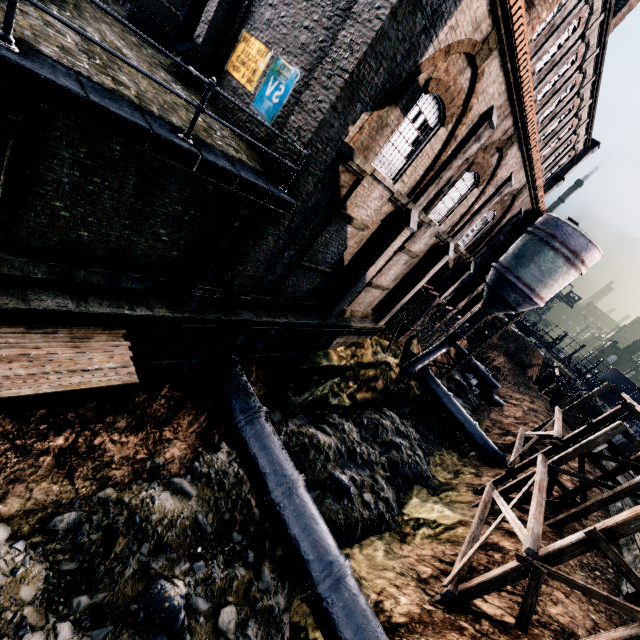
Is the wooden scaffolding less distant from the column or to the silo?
the silo

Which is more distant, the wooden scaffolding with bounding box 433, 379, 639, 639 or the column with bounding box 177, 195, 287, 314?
the column with bounding box 177, 195, 287, 314

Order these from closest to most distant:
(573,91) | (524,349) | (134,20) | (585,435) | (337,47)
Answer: (337,47)
(134,20)
(585,435)
(573,91)
(524,349)

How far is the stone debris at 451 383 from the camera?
34.8m

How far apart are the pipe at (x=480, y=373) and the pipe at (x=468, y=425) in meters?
16.6

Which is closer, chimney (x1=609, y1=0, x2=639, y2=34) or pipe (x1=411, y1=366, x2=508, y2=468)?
chimney (x1=609, y1=0, x2=639, y2=34)

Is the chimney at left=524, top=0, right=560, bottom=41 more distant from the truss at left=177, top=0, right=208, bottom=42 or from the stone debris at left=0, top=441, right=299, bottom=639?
the stone debris at left=0, top=441, right=299, bottom=639

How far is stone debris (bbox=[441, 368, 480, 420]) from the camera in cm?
3484
